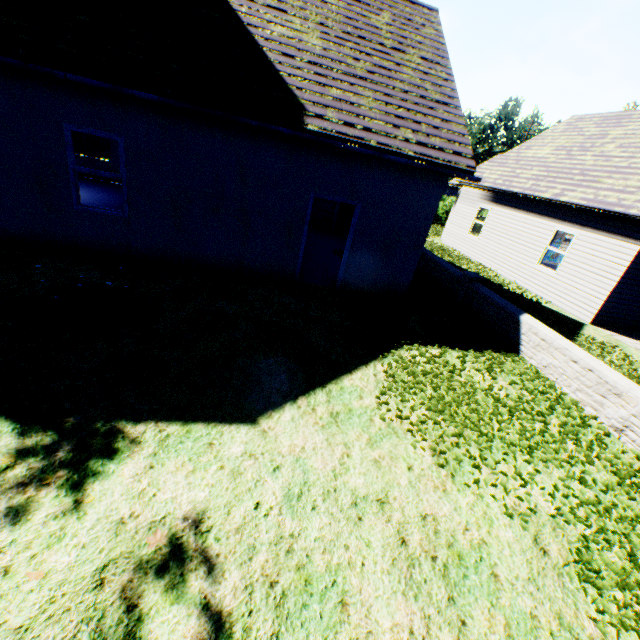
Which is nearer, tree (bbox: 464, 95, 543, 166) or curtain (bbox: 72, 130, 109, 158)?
curtain (bbox: 72, 130, 109, 158)

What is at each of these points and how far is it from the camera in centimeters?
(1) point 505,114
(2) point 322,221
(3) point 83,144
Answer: (1) tree, 4116cm
(2) garage door, 1528cm
(3) curtain, 1429cm

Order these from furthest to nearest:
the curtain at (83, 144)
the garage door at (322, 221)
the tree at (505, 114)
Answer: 1. the tree at (505, 114)
2. the garage door at (322, 221)
3. the curtain at (83, 144)

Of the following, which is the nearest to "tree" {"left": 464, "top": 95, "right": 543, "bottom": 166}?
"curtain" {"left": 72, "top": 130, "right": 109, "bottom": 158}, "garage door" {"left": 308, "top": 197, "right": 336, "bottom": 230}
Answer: "garage door" {"left": 308, "top": 197, "right": 336, "bottom": 230}

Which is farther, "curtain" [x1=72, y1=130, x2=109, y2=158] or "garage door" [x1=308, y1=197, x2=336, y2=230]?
"garage door" [x1=308, y1=197, x2=336, y2=230]

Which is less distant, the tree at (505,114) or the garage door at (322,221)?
the garage door at (322,221)
